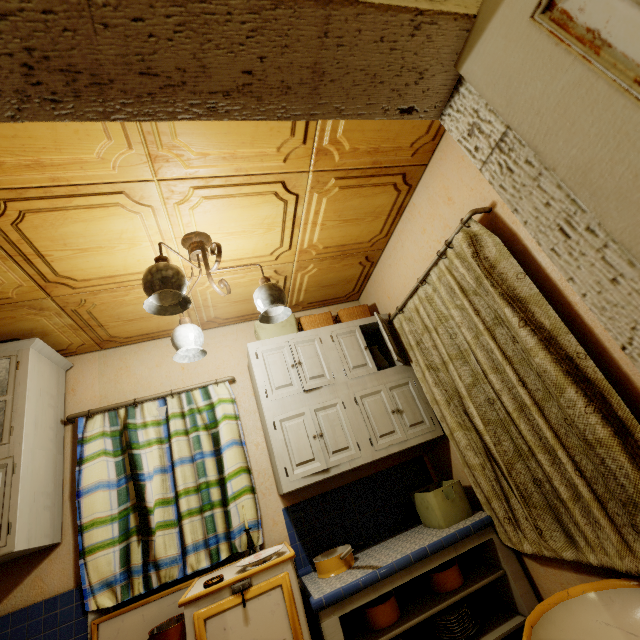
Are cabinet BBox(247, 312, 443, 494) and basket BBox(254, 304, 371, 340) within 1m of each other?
yes

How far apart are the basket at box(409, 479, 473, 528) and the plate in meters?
1.0 m

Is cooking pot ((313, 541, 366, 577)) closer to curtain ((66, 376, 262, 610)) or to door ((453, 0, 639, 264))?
curtain ((66, 376, 262, 610))

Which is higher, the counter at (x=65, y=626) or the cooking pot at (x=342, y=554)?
the counter at (x=65, y=626)

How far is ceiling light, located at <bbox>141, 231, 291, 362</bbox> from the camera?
1.5 meters

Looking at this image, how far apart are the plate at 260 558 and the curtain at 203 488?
0.28m

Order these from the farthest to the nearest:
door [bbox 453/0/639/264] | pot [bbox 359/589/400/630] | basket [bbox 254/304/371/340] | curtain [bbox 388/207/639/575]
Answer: basket [bbox 254/304/371/340], pot [bbox 359/589/400/630], curtain [bbox 388/207/639/575], door [bbox 453/0/639/264]

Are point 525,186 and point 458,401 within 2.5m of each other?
yes
